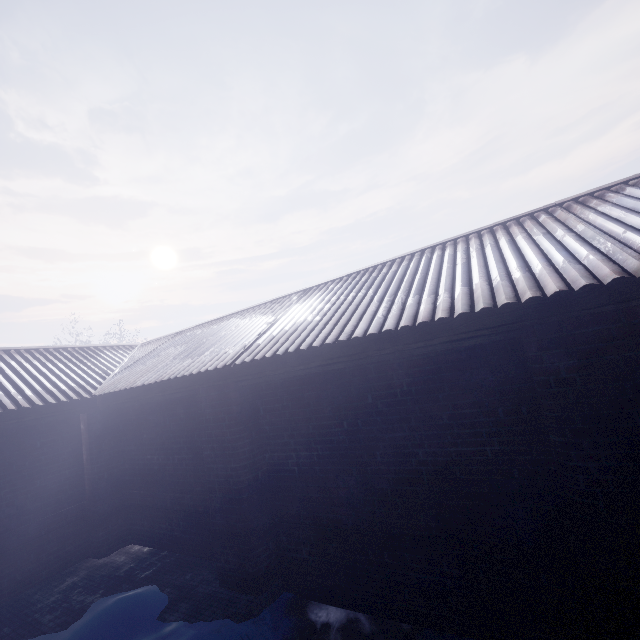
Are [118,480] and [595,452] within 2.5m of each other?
no
